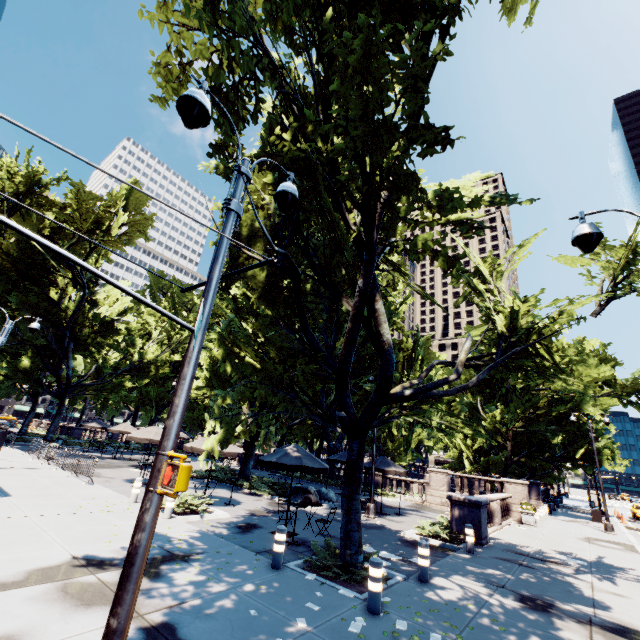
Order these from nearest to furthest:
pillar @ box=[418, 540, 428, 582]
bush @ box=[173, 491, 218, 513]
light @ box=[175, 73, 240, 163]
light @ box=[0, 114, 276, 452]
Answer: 1. light @ box=[0, 114, 276, 452]
2. light @ box=[175, 73, 240, 163]
3. pillar @ box=[418, 540, 428, 582]
4. bush @ box=[173, 491, 218, 513]

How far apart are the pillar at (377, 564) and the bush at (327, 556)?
0.8 meters

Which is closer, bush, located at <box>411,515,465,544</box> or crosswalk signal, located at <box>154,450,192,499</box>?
crosswalk signal, located at <box>154,450,192,499</box>

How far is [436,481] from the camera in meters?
23.8

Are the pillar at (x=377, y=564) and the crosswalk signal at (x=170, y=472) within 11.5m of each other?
yes

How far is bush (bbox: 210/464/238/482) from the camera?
21.26m

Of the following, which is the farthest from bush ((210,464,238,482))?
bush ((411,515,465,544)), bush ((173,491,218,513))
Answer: bush ((411,515,465,544))

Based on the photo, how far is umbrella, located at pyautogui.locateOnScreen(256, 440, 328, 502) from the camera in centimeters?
1110cm
